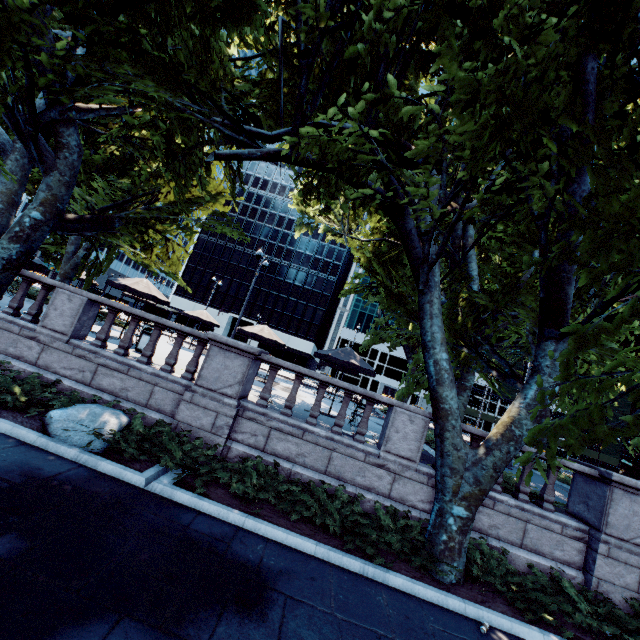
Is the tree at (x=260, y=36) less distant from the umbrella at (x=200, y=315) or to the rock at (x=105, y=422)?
the rock at (x=105, y=422)

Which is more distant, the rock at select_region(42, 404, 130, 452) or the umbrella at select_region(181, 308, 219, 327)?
the umbrella at select_region(181, 308, 219, 327)

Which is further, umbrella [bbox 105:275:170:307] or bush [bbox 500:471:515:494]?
umbrella [bbox 105:275:170:307]

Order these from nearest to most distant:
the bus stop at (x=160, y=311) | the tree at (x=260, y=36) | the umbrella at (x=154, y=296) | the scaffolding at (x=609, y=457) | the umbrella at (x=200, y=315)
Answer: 1. the tree at (x=260, y=36)
2. the umbrella at (x=154, y=296)
3. the umbrella at (x=200, y=315)
4. the bus stop at (x=160, y=311)
5. the scaffolding at (x=609, y=457)

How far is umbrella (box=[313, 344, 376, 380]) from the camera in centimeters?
1249cm

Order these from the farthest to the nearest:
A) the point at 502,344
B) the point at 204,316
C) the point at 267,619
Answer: the point at 204,316, the point at 502,344, the point at 267,619

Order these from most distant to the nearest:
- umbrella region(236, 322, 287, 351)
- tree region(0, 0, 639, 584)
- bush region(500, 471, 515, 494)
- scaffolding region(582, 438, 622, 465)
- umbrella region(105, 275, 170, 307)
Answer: scaffolding region(582, 438, 622, 465), umbrella region(236, 322, 287, 351), umbrella region(105, 275, 170, 307), bush region(500, 471, 515, 494), tree region(0, 0, 639, 584)

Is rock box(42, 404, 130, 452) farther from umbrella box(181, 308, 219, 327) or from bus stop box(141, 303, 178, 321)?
bus stop box(141, 303, 178, 321)
